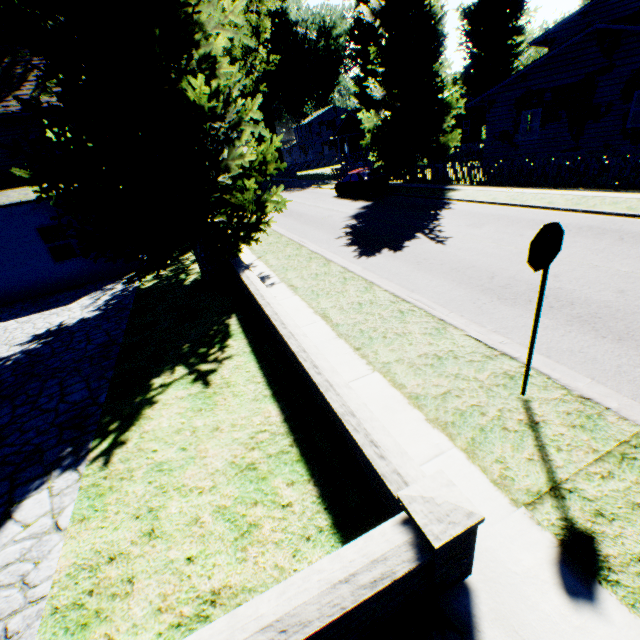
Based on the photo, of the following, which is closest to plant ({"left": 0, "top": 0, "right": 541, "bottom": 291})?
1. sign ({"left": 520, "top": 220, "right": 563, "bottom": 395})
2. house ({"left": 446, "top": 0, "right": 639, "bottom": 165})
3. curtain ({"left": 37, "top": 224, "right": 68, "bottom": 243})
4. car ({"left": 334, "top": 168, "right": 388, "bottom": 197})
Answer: house ({"left": 446, "top": 0, "right": 639, "bottom": 165})

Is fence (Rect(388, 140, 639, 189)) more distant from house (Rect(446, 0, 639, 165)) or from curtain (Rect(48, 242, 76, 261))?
curtain (Rect(48, 242, 76, 261))

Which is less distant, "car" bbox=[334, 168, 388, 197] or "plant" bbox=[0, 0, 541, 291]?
"plant" bbox=[0, 0, 541, 291]

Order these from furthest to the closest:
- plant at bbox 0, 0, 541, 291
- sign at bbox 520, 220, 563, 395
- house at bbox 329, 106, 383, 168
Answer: house at bbox 329, 106, 383, 168 → plant at bbox 0, 0, 541, 291 → sign at bbox 520, 220, 563, 395

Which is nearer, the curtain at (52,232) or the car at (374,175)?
the curtain at (52,232)

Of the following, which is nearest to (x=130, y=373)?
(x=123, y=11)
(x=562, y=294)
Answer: (x=123, y=11)

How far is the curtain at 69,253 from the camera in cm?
1312

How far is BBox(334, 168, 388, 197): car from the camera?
21.39m
